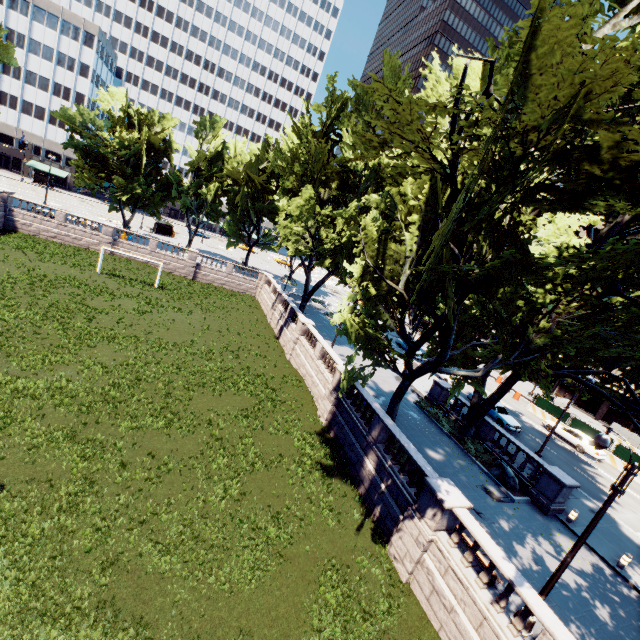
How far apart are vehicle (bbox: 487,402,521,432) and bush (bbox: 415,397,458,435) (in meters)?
6.68

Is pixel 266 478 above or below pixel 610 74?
below

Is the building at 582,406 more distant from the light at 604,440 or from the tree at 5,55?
the light at 604,440

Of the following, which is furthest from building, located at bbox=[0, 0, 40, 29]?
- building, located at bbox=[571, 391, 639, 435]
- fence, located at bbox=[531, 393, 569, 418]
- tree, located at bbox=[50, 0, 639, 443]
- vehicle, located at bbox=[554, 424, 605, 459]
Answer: vehicle, located at bbox=[554, 424, 605, 459]

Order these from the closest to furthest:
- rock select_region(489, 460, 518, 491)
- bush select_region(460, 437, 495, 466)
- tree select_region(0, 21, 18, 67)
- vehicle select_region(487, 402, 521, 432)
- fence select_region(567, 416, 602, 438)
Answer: rock select_region(489, 460, 518, 491), bush select_region(460, 437, 495, 466), vehicle select_region(487, 402, 521, 432), fence select_region(567, 416, 602, 438), tree select_region(0, 21, 18, 67)

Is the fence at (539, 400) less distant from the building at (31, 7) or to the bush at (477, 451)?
the bush at (477, 451)

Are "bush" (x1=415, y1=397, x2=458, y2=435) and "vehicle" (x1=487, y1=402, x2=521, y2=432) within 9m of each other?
yes

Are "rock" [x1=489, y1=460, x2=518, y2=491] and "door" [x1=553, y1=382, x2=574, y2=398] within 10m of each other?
no
